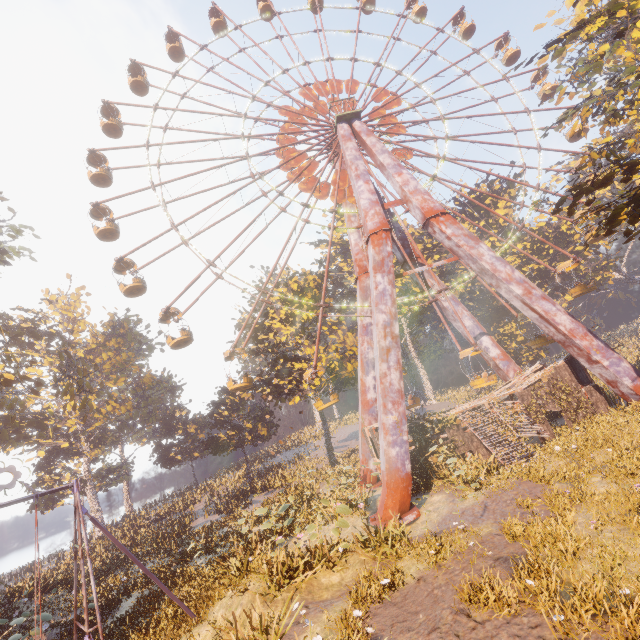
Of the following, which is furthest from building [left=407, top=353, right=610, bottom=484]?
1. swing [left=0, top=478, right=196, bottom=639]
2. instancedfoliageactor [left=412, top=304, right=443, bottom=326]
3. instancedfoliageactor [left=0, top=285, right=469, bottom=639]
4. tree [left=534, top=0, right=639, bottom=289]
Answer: instancedfoliageactor [left=0, top=285, right=469, bottom=639]

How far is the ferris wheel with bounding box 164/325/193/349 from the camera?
21.40m

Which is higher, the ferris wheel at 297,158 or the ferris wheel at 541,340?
the ferris wheel at 297,158

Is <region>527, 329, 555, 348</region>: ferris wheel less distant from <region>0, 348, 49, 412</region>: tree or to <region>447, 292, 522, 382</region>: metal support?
<region>447, 292, 522, 382</region>: metal support

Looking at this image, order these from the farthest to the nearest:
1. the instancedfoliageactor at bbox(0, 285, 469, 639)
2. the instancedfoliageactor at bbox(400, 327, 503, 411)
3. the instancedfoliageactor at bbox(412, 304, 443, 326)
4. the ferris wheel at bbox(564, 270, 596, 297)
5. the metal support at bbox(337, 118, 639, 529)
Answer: the instancedfoliageactor at bbox(412, 304, 443, 326), the instancedfoliageactor at bbox(400, 327, 503, 411), the ferris wheel at bbox(564, 270, 596, 297), the metal support at bbox(337, 118, 639, 529), the instancedfoliageactor at bbox(0, 285, 469, 639)

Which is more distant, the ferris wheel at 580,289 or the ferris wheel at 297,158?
the ferris wheel at 297,158

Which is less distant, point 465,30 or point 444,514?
point 444,514

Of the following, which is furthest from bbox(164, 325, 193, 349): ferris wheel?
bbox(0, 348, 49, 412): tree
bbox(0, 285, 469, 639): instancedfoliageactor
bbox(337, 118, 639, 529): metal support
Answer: bbox(0, 285, 469, 639): instancedfoliageactor
